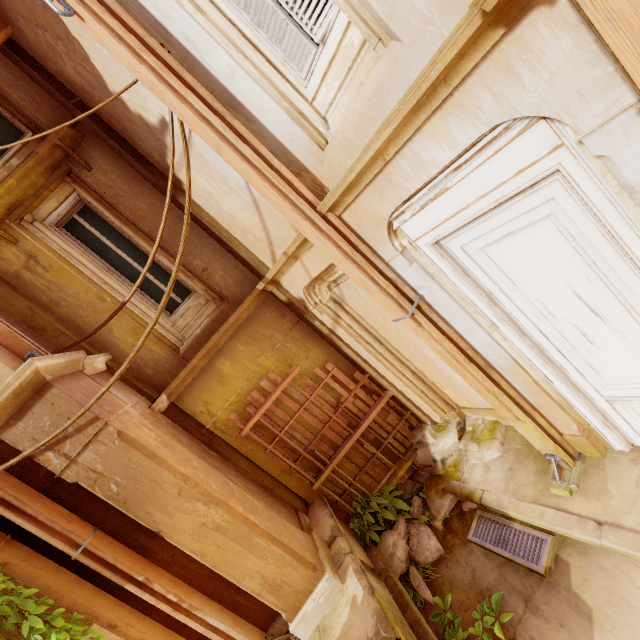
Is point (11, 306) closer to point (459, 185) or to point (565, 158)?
point (459, 185)

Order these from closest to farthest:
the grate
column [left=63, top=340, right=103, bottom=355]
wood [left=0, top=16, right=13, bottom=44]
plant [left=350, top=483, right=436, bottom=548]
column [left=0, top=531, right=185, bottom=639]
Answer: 1. column [left=0, top=531, right=185, bottom=639]
2. the grate
3. wood [left=0, top=16, right=13, bottom=44]
4. column [left=63, top=340, right=103, bottom=355]
5. plant [left=350, top=483, right=436, bottom=548]

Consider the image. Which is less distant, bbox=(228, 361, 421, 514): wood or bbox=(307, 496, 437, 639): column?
bbox=(307, 496, 437, 639): column

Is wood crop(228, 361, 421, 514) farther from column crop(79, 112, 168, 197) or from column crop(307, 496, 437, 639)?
column crop(79, 112, 168, 197)

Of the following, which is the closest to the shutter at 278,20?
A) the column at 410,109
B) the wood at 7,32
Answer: the column at 410,109

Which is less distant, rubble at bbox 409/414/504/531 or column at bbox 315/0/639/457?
column at bbox 315/0/639/457

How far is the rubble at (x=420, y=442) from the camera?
5.2 meters

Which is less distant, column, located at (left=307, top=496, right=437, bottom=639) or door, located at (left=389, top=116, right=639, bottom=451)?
door, located at (left=389, top=116, right=639, bottom=451)
